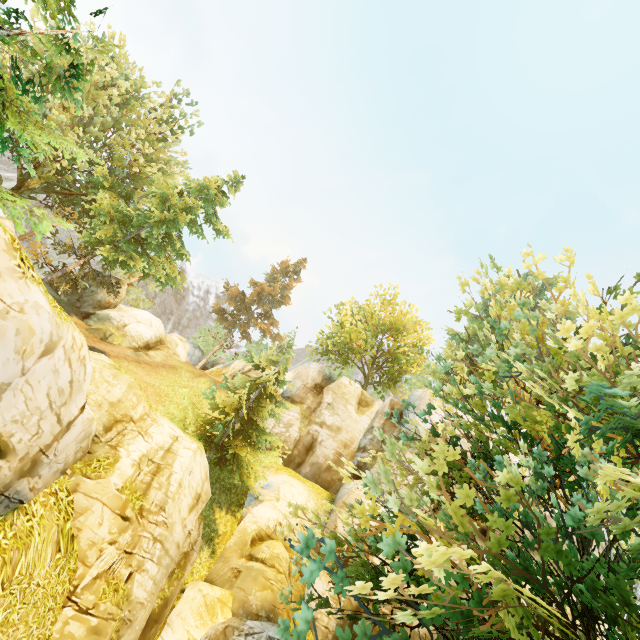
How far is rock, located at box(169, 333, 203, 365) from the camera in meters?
35.9 m

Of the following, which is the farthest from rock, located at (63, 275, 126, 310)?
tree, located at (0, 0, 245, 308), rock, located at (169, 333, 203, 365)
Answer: rock, located at (169, 333, 203, 365)

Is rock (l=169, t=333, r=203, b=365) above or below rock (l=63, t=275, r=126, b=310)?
above

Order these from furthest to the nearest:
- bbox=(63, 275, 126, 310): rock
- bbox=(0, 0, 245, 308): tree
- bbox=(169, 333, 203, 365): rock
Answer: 1. bbox=(169, 333, 203, 365): rock
2. bbox=(63, 275, 126, 310): rock
3. bbox=(0, 0, 245, 308): tree

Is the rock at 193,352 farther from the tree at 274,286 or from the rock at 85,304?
the rock at 85,304

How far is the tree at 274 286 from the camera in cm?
1759

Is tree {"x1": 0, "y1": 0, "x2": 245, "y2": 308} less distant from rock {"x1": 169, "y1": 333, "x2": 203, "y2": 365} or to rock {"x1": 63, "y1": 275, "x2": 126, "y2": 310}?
rock {"x1": 169, "y1": 333, "x2": 203, "y2": 365}

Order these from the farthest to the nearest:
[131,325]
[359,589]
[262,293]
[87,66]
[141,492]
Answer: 1. [262,293]
2. [131,325]
3. [87,66]
4. [141,492]
5. [359,589]
